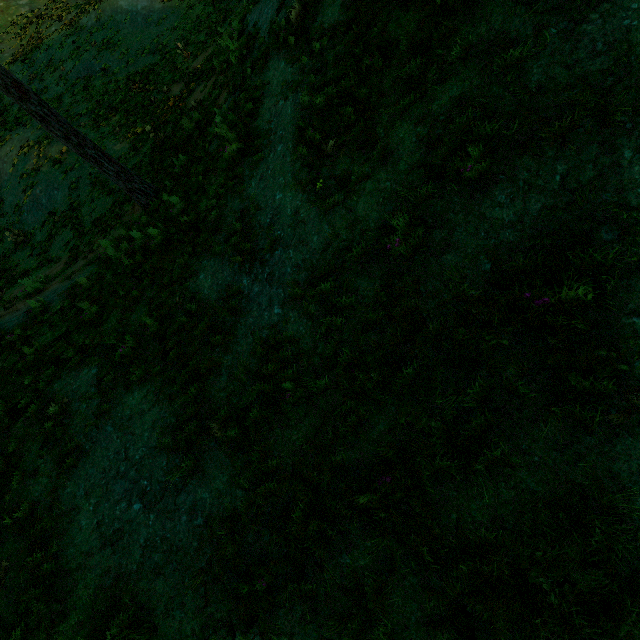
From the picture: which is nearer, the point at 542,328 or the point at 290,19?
the point at 542,328
